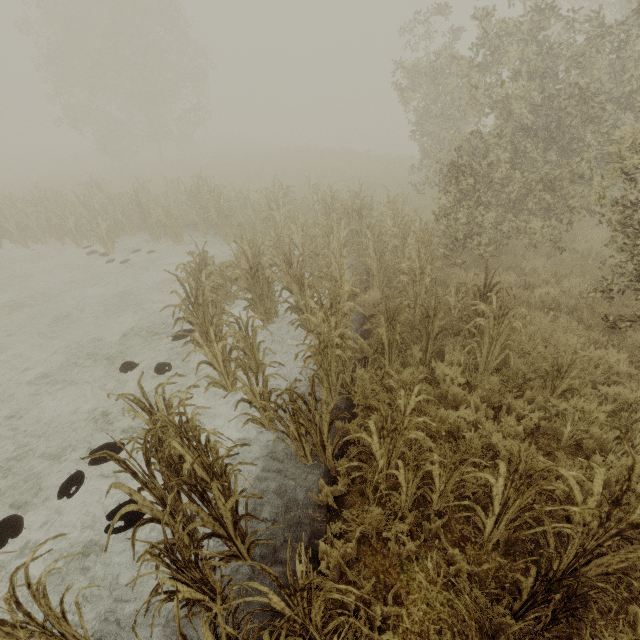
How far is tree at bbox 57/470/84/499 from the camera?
4.3m

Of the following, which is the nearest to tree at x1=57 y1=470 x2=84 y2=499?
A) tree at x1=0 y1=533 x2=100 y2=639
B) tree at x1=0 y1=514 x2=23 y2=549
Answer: tree at x1=0 y1=514 x2=23 y2=549

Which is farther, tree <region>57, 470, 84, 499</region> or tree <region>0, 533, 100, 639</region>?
tree <region>57, 470, 84, 499</region>

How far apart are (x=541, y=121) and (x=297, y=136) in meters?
46.1 m

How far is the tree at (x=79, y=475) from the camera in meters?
4.3

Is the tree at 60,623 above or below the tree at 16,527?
above

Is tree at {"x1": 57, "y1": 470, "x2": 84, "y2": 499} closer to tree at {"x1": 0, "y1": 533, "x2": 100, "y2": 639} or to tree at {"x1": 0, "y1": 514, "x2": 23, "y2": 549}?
tree at {"x1": 0, "y1": 514, "x2": 23, "y2": 549}

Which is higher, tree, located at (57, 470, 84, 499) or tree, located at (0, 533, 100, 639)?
tree, located at (0, 533, 100, 639)
